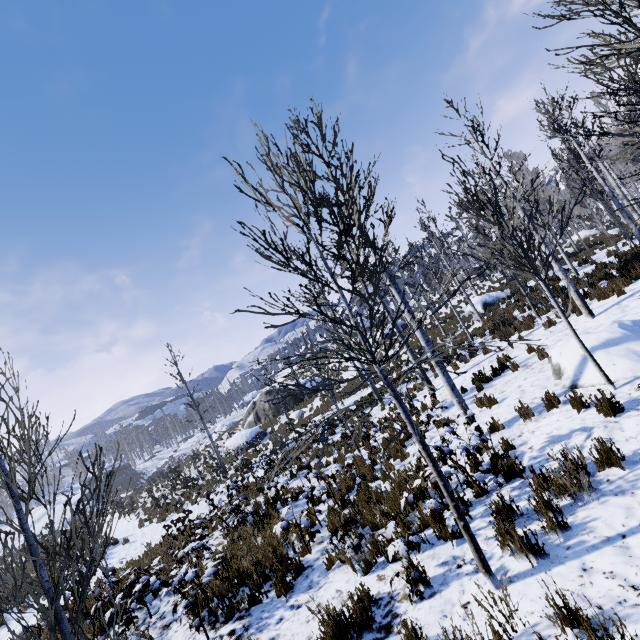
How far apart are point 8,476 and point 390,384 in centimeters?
353cm

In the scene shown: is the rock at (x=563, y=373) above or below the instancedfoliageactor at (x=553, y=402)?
above

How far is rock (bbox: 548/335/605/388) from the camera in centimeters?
611cm

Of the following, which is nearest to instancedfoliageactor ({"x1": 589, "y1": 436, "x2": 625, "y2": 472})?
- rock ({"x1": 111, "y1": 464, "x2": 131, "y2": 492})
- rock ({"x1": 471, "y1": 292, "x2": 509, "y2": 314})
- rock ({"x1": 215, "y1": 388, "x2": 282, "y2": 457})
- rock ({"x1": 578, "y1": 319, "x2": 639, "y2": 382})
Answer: rock ({"x1": 578, "y1": 319, "x2": 639, "y2": 382})

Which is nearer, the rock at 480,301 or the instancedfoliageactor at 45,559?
the instancedfoliageactor at 45,559

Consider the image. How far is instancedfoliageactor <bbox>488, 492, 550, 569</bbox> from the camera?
3.4 meters
